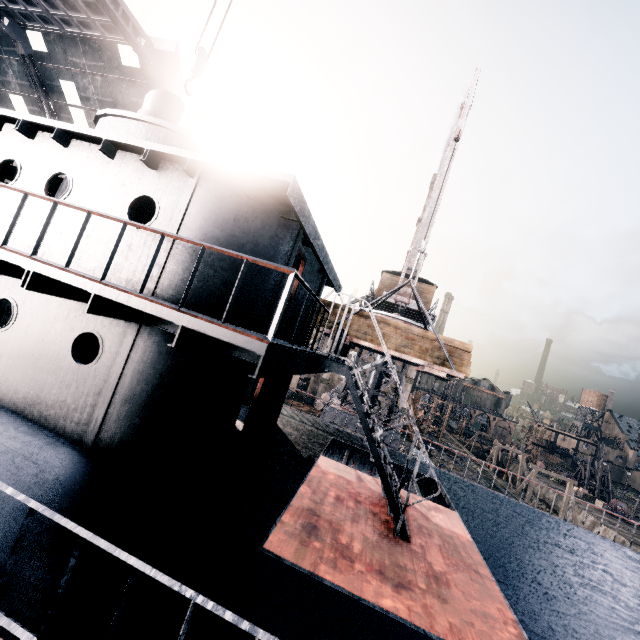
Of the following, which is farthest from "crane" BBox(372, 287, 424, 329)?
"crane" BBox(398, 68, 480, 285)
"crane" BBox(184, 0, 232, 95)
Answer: "crane" BBox(184, 0, 232, 95)

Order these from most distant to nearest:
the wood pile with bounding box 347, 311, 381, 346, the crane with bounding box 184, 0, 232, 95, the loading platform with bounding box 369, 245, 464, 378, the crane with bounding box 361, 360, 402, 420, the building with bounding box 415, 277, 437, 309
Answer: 1. the building with bounding box 415, 277, 437, 309
2. the crane with bounding box 361, 360, 402, 420
3. the wood pile with bounding box 347, 311, 381, 346
4. the loading platform with bounding box 369, 245, 464, 378
5. the crane with bounding box 184, 0, 232, 95

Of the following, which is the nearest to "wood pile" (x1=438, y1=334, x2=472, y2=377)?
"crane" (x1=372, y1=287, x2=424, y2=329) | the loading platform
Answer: the loading platform

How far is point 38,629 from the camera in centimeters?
299cm

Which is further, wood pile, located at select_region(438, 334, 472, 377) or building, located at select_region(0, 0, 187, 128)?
building, located at select_region(0, 0, 187, 128)

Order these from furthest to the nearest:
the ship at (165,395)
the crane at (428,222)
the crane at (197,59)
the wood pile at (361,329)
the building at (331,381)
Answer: the building at (331,381)
the crane at (428,222)
the wood pile at (361,329)
the crane at (197,59)
the ship at (165,395)

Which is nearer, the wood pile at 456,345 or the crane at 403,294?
the wood pile at 456,345

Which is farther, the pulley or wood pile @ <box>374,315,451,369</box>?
the pulley
